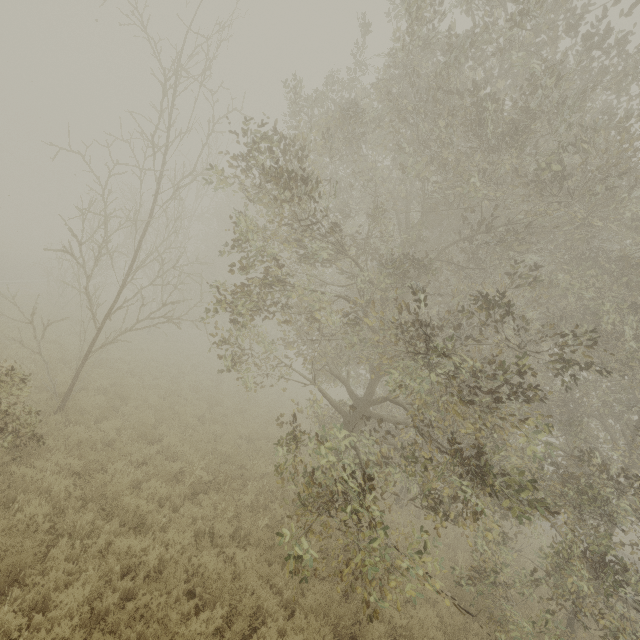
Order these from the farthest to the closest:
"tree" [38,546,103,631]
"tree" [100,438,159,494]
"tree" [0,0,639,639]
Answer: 1. "tree" [100,438,159,494]
2. "tree" [0,0,639,639]
3. "tree" [38,546,103,631]

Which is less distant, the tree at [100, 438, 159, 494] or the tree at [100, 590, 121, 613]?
the tree at [100, 590, 121, 613]

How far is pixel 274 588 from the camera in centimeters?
673cm

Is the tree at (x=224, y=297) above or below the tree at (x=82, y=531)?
above

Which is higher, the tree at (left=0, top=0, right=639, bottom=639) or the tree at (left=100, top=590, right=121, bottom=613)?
the tree at (left=0, top=0, right=639, bottom=639)

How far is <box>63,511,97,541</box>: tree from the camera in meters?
6.2 m
